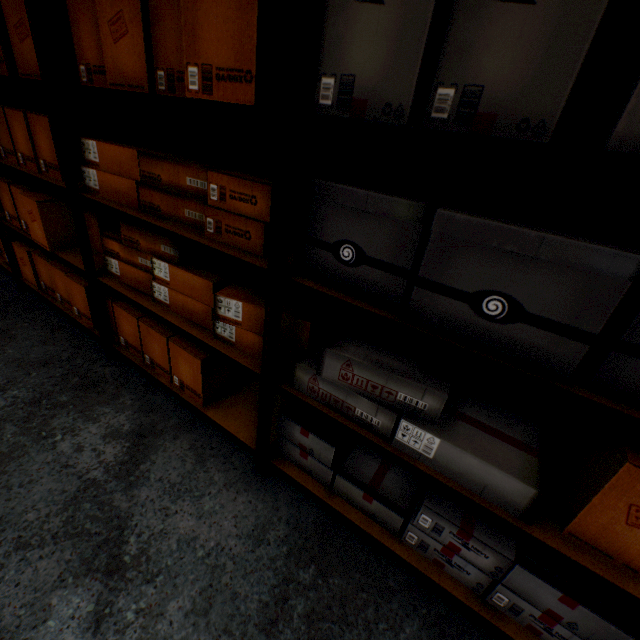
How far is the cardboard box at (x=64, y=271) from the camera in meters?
1.9 m

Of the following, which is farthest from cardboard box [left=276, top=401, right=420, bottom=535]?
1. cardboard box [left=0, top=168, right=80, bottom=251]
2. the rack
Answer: cardboard box [left=0, top=168, right=80, bottom=251]

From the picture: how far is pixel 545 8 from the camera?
0.5m

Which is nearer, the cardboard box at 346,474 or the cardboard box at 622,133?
the cardboard box at 622,133

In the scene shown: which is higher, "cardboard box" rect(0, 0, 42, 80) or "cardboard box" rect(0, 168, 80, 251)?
"cardboard box" rect(0, 0, 42, 80)

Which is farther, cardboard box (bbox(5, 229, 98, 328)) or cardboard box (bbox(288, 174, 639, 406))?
cardboard box (bbox(5, 229, 98, 328))

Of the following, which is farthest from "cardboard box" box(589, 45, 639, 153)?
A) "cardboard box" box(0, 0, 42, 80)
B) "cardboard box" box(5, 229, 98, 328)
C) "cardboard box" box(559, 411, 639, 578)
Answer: "cardboard box" box(0, 0, 42, 80)

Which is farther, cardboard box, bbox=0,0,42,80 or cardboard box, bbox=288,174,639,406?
cardboard box, bbox=0,0,42,80
